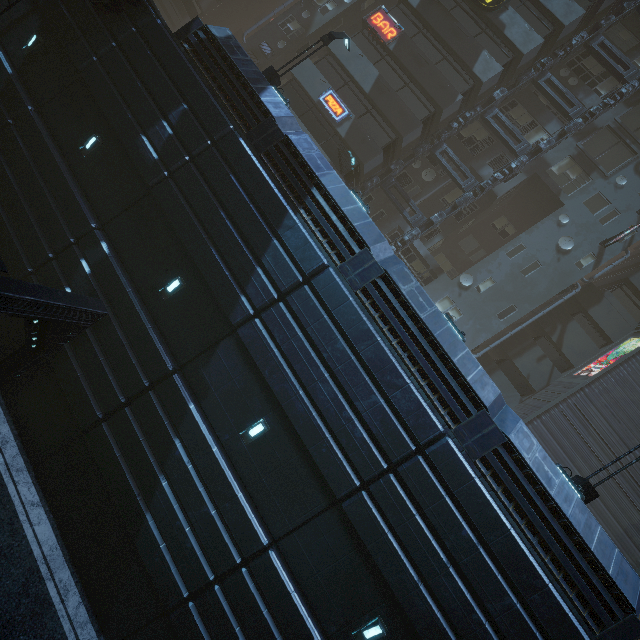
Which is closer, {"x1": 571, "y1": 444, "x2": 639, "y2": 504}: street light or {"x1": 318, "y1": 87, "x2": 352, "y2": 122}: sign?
{"x1": 571, "y1": 444, "x2": 639, "y2": 504}: street light

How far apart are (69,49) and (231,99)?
6.8 meters

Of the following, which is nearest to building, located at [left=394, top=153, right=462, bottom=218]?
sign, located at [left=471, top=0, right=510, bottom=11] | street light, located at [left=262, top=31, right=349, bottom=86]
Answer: sign, located at [left=471, top=0, right=510, bottom=11]

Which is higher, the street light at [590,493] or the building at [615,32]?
the building at [615,32]

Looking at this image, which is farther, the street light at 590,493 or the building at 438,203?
the building at 438,203

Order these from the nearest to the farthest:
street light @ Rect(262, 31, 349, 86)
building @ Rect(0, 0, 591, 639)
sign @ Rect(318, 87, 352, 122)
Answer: building @ Rect(0, 0, 591, 639) → street light @ Rect(262, 31, 349, 86) → sign @ Rect(318, 87, 352, 122)

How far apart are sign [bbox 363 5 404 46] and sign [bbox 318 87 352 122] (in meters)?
4.37

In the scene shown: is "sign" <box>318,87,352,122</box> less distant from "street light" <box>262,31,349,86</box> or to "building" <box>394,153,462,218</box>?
"building" <box>394,153,462,218</box>
